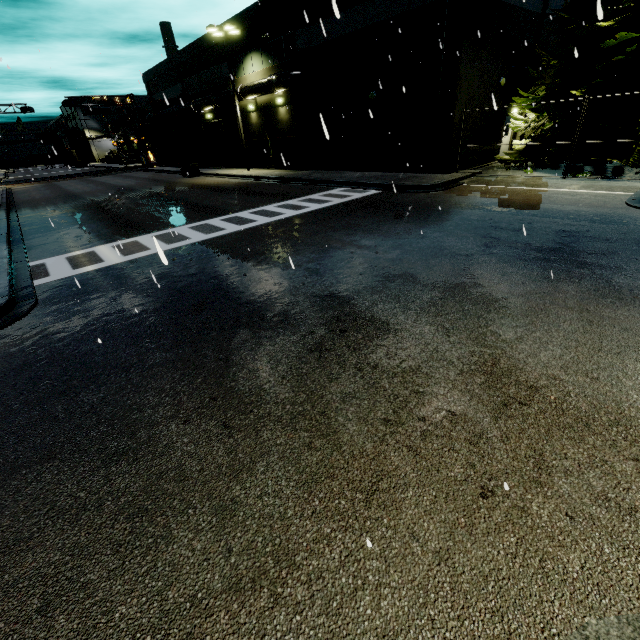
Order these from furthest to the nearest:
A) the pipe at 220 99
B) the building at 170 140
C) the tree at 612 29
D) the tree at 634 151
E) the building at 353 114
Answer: the building at 170 140 → the pipe at 220 99 → the building at 353 114 → the tree at 634 151 → the tree at 612 29

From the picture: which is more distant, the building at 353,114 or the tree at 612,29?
the building at 353,114

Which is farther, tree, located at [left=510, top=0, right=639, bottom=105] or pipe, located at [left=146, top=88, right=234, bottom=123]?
pipe, located at [left=146, top=88, right=234, bottom=123]

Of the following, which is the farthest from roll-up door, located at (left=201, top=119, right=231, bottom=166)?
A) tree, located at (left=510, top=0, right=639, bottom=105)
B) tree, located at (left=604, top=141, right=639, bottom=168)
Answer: tree, located at (left=604, top=141, right=639, bottom=168)

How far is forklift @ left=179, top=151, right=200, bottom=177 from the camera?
30.7m

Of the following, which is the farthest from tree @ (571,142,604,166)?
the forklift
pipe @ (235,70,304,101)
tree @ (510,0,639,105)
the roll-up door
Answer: the forklift

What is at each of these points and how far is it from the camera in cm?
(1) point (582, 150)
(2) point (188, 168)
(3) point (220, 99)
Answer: (1) tree, 1521
(2) forklift, 3075
(3) pipe, 2894

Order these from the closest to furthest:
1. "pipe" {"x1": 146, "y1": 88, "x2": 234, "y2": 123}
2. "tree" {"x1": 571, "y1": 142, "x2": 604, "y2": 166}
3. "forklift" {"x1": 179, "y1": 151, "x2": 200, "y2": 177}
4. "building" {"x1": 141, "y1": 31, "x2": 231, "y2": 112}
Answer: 1. "tree" {"x1": 571, "y1": 142, "x2": 604, "y2": 166}
2. "pipe" {"x1": 146, "y1": 88, "x2": 234, "y2": 123}
3. "building" {"x1": 141, "y1": 31, "x2": 231, "y2": 112}
4. "forklift" {"x1": 179, "y1": 151, "x2": 200, "y2": 177}
